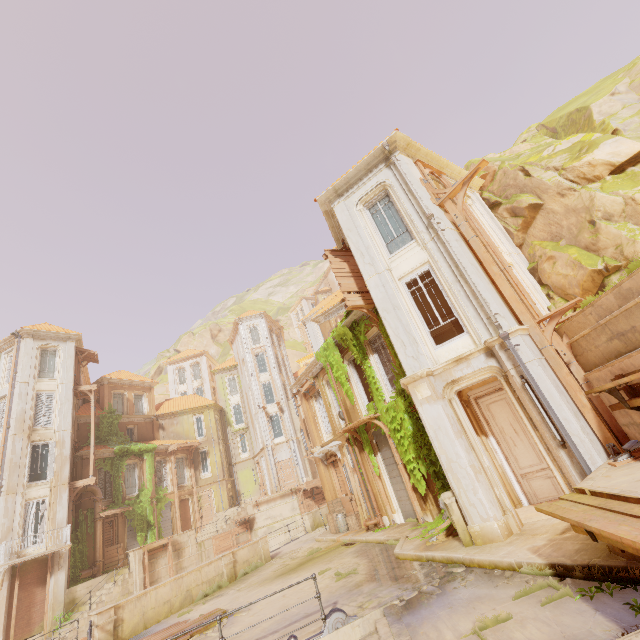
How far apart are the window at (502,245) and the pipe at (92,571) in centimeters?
3217cm

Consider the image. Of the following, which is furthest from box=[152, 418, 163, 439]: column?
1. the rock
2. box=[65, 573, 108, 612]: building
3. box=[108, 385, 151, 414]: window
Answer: the rock

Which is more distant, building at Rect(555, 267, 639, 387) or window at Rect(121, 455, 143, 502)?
window at Rect(121, 455, 143, 502)

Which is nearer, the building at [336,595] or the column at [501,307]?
the building at [336,595]

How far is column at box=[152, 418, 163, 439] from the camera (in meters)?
34.75

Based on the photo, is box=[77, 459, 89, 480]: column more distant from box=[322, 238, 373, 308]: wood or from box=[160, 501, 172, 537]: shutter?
box=[322, 238, 373, 308]: wood

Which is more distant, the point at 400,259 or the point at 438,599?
the point at 400,259

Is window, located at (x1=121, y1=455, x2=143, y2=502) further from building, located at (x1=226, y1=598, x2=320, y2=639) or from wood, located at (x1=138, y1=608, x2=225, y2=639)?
wood, located at (x1=138, y1=608, x2=225, y2=639)
